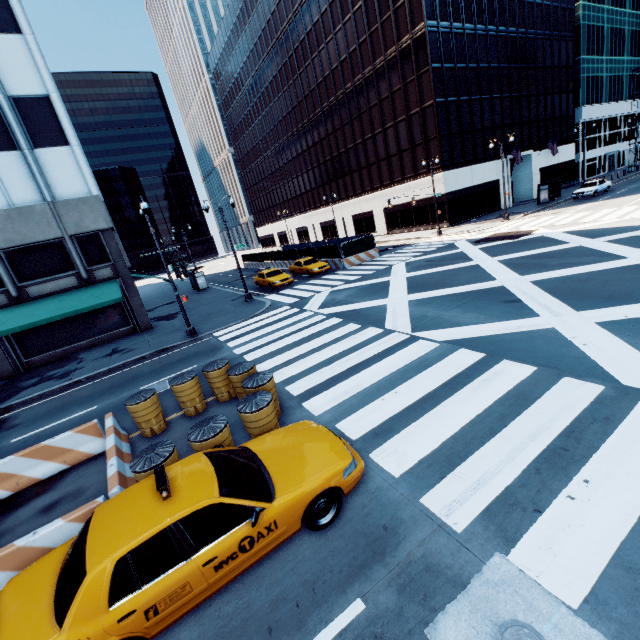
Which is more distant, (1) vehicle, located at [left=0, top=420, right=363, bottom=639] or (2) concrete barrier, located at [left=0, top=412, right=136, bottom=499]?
(2) concrete barrier, located at [left=0, top=412, right=136, bottom=499]

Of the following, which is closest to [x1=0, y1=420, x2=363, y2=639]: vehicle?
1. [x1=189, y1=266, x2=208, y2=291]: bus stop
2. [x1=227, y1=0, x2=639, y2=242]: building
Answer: [x1=189, y1=266, x2=208, y2=291]: bus stop

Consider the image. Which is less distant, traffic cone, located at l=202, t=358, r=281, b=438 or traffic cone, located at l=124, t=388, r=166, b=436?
traffic cone, located at l=202, t=358, r=281, b=438

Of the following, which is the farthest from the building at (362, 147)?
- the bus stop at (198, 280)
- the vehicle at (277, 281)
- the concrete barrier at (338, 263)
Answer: the bus stop at (198, 280)

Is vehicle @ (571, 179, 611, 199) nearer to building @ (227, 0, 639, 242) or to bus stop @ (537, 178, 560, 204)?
bus stop @ (537, 178, 560, 204)

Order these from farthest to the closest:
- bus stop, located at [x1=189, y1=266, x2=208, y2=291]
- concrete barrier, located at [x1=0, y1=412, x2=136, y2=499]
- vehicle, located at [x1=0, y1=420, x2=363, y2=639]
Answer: bus stop, located at [x1=189, y1=266, x2=208, y2=291] < concrete barrier, located at [x1=0, y1=412, x2=136, y2=499] < vehicle, located at [x1=0, y1=420, x2=363, y2=639]

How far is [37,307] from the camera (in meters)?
18.52

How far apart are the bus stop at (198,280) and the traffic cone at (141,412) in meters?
28.6
